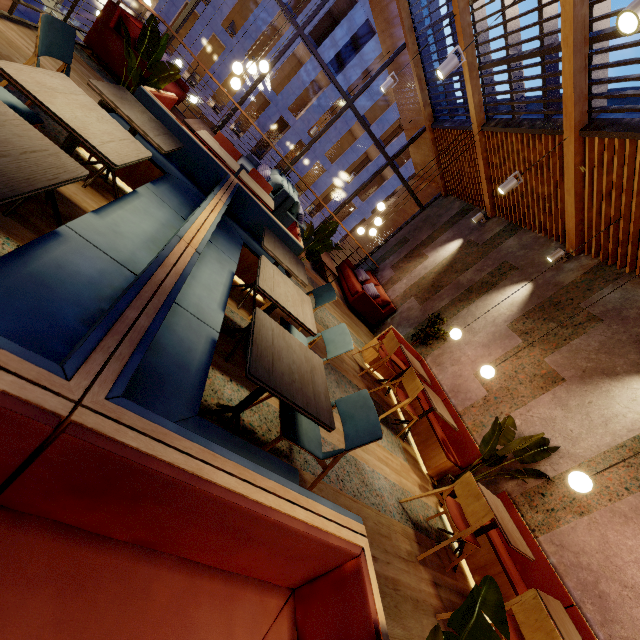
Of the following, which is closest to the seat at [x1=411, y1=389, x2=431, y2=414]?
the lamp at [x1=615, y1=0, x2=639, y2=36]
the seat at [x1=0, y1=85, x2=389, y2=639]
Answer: the seat at [x1=0, y1=85, x2=389, y2=639]

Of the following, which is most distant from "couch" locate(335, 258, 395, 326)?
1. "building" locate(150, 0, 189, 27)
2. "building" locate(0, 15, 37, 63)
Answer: "building" locate(150, 0, 189, 27)

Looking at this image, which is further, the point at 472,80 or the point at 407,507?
the point at 472,80

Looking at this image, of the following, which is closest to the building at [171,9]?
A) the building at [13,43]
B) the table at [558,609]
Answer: the building at [13,43]

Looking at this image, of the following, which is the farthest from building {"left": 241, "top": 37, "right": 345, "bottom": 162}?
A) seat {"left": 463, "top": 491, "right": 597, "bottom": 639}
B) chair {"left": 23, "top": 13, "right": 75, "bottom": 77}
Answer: seat {"left": 463, "top": 491, "right": 597, "bottom": 639}

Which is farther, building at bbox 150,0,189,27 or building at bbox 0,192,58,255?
building at bbox 150,0,189,27

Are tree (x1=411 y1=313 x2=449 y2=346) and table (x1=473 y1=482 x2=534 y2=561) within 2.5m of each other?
no

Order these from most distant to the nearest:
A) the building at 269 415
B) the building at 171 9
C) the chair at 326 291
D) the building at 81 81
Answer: the building at 171 9 < the building at 81 81 < the chair at 326 291 < the building at 269 415
